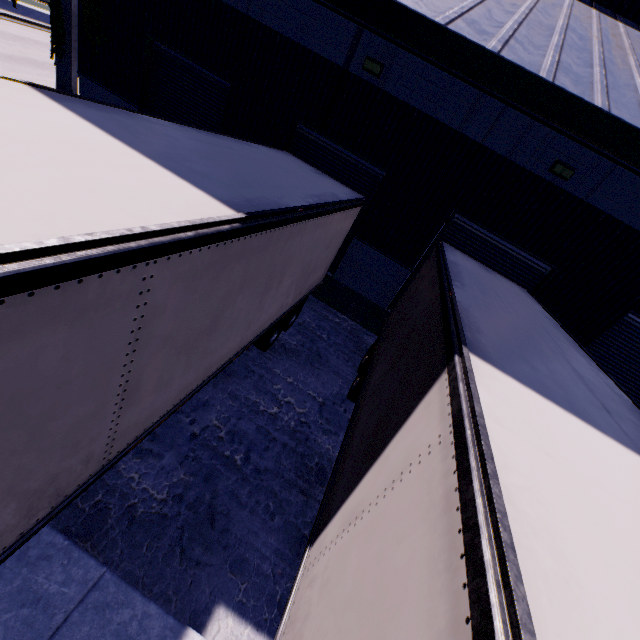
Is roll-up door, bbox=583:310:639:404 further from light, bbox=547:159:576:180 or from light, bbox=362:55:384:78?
light, bbox=362:55:384:78

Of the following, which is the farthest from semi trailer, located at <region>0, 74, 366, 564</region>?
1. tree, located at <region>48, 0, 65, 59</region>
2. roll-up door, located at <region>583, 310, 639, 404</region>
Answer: roll-up door, located at <region>583, 310, 639, 404</region>

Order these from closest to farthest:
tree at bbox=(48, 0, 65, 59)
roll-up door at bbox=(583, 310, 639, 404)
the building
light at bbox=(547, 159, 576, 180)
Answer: the building → light at bbox=(547, 159, 576, 180) → roll-up door at bbox=(583, 310, 639, 404) → tree at bbox=(48, 0, 65, 59)

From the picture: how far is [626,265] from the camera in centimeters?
767cm

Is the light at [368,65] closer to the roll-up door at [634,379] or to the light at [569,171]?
the light at [569,171]

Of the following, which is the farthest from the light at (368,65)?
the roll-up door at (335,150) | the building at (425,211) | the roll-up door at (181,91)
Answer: the roll-up door at (181,91)

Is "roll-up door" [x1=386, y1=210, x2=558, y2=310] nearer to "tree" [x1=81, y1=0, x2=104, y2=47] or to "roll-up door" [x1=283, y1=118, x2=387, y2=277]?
"roll-up door" [x1=283, y1=118, x2=387, y2=277]

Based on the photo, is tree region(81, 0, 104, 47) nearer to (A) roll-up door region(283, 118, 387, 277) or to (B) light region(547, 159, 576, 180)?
(A) roll-up door region(283, 118, 387, 277)
